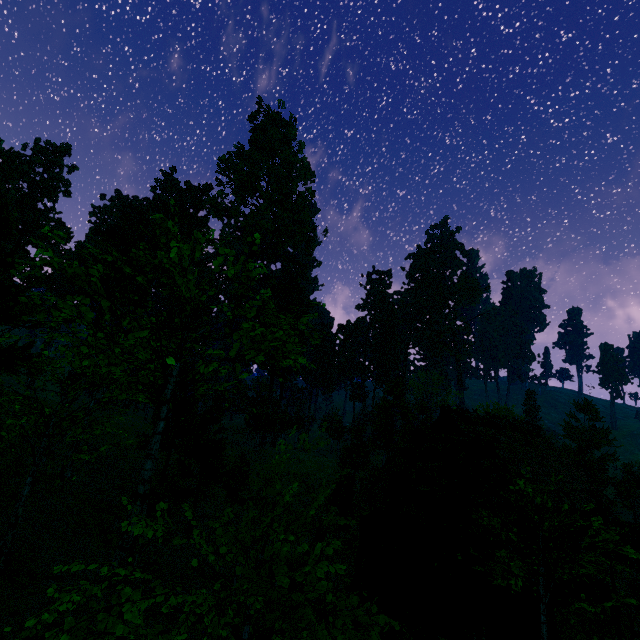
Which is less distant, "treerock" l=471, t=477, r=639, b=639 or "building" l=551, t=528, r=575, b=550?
"treerock" l=471, t=477, r=639, b=639

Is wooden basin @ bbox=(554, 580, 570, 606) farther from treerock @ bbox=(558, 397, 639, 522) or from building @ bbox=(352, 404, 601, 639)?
treerock @ bbox=(558, 397, 639, 522)

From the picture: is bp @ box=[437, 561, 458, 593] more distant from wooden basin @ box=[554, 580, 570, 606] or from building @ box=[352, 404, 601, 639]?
wooden basin @ box=[554, 580, 570, 606]

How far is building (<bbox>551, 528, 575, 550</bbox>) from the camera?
10.3 meters

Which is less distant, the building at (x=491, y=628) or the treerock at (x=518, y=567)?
the treerock at (x=518, y=567)

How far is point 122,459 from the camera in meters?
28.9 m

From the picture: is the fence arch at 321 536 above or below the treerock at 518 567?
above

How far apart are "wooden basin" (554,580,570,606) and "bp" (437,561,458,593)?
6.14m
